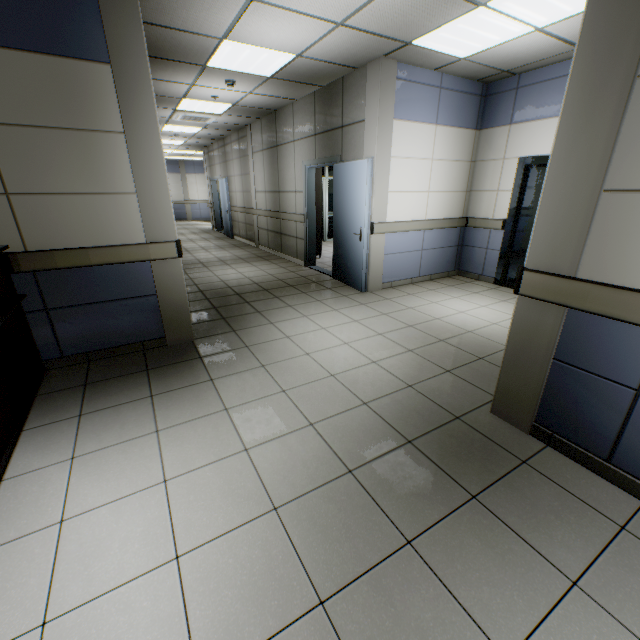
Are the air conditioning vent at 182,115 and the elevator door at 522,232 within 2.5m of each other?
no

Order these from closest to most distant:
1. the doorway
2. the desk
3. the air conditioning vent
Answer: the desk → the air conditioning vent → the doorway

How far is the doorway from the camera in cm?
1037

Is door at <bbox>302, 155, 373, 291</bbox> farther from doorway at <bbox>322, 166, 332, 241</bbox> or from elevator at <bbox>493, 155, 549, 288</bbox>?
doorway at <bbox>322, 166, 332, 241</bbox>

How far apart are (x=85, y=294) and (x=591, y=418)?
4.2m

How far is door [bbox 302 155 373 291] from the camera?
4.93m

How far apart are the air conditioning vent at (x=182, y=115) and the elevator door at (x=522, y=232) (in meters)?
6.60

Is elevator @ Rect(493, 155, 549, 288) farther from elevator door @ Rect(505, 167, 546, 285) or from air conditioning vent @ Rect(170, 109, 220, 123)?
air conditioning vent @ Rect(170, 109, 220, 123)
